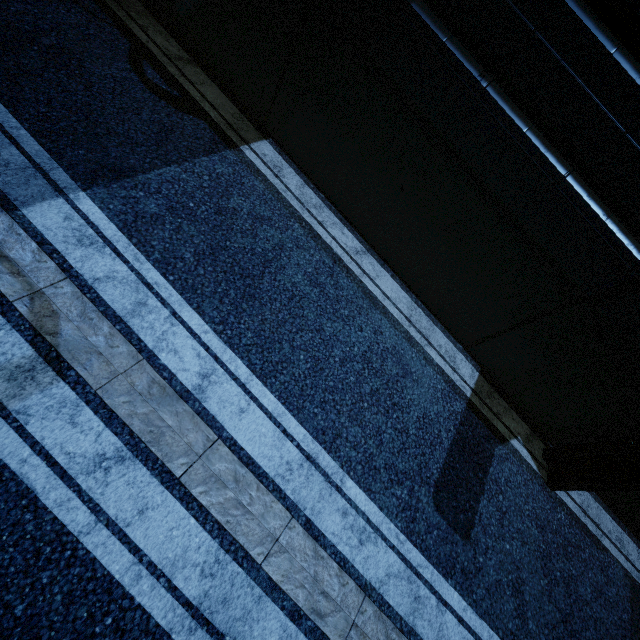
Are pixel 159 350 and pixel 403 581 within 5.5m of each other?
yes
